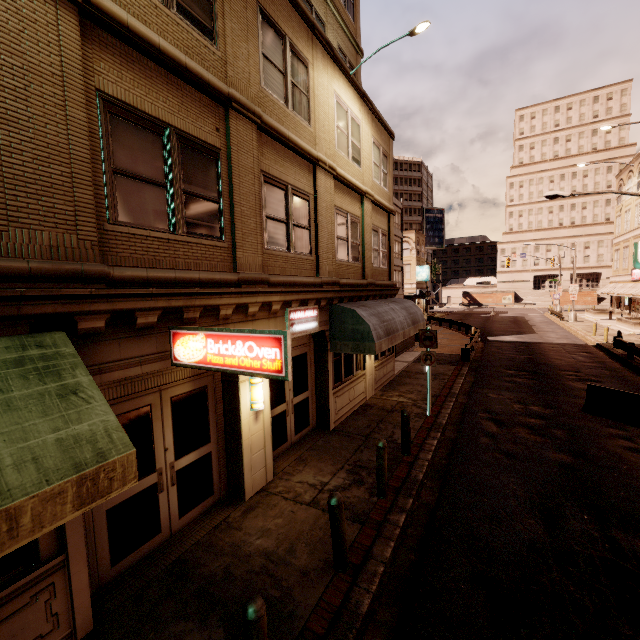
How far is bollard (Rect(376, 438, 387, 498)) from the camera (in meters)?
6.66

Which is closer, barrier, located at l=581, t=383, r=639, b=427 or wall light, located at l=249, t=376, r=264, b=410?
wall light, located at l=249, t=376, r=264, b=410

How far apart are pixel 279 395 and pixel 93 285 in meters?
5.4

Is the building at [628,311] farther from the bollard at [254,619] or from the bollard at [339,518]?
the bollard at [254,619]

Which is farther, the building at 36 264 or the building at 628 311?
the building at 628 311

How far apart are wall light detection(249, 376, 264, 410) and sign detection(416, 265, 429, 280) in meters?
45.6 m

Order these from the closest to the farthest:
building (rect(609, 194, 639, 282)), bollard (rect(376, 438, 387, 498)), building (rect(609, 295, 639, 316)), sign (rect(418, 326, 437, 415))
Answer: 1. bollard (rect(376, 438, 387, 498))
2. sign (rect(418, 326, 437, 415))
3. building (rect(609, 295, 639, 316))
4. building (rect(609, 194, 639, 282))

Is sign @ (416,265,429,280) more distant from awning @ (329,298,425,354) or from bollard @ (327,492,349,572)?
bollard @ (327,492,349,572)
